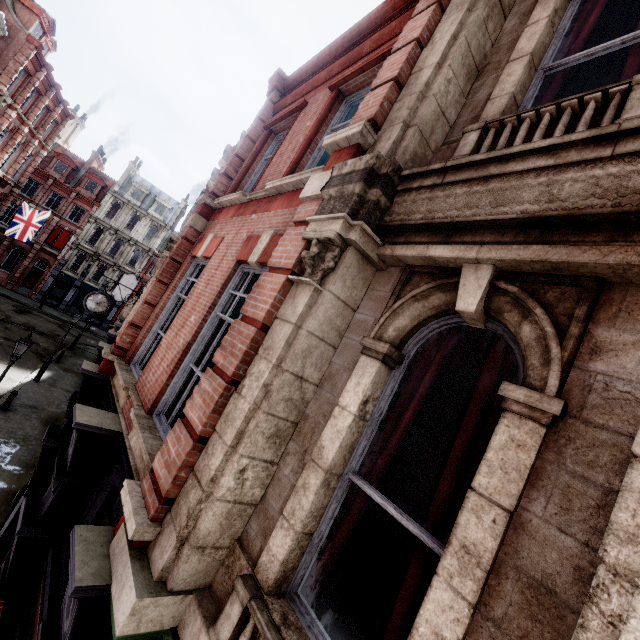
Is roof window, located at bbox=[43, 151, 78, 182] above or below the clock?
above

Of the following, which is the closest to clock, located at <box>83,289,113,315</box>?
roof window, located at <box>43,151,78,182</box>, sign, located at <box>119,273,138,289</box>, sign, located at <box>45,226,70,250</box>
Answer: sign, located at <box>119,273,138,289</box>

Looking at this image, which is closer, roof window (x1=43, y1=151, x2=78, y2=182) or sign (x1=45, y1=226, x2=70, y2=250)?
sign (x1=45, y1=226, x2=70, y2=250)

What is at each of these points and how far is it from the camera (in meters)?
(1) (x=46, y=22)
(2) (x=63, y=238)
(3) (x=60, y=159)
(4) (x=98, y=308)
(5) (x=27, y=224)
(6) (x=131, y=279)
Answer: (1) roof window, 21.58
(2) sign, 39.16
(3) roof window, 39.31
(4) clock, 13.15
(5) flag, 25.77
(6) sign, 26.55

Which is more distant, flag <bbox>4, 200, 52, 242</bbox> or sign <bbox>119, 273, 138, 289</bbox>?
sign <bbox>119, 273, 138, 289</bbox>

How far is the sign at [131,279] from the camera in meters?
26.3 m

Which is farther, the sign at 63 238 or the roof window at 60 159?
the roof window at 60 159

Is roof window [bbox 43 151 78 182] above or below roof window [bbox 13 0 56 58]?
below
